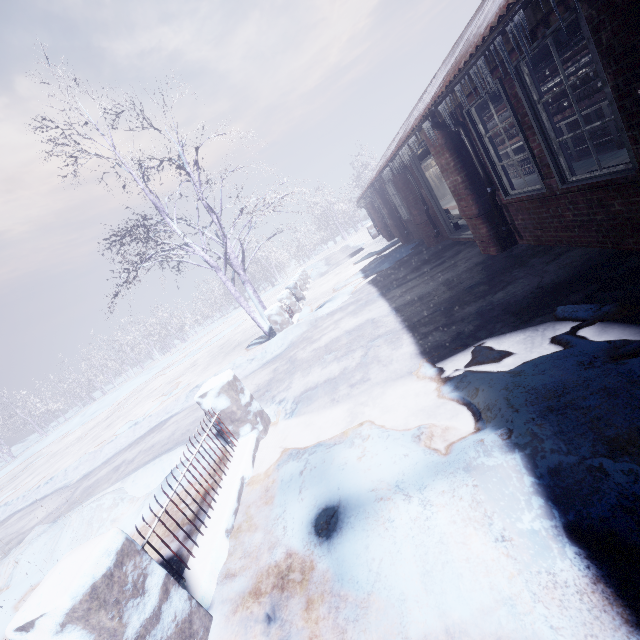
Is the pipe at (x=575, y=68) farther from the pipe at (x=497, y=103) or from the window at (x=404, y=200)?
the window at (x=404, y=200)

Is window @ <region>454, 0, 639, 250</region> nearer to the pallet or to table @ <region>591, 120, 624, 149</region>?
table @ <region>591, 120, 624, 149</region>

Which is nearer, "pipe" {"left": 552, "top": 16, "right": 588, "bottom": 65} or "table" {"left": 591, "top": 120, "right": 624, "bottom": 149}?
"pipe" {"left": 552, "top": 16, "right": 588, "bottom": 65}

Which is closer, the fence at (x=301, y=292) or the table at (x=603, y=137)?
the table at (x=603, y=137)

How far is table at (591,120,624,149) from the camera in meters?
5.4 m

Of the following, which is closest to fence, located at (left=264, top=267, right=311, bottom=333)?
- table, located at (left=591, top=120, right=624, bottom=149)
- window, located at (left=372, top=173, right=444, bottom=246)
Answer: window, located at (left=372, top=173, right=444, bottom=246)

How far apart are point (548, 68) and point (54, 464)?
20.50m

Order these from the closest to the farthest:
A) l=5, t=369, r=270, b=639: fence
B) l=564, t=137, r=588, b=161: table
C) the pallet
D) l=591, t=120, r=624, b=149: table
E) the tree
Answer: l=5, t=369, r=270, b=639: fence → l=591, t=120, r=624, b=149: table → l=564, t=137, r=588, b=161: table → the tree → the pallet
